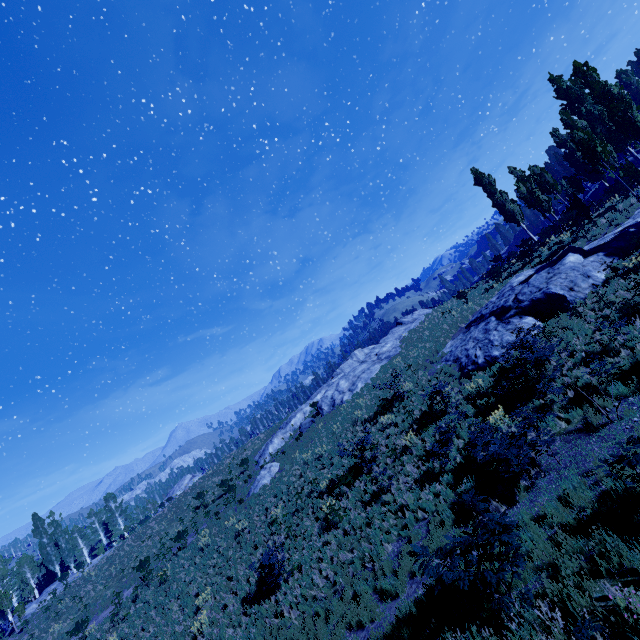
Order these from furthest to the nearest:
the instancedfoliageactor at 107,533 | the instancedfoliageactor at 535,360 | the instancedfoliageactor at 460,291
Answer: the instancedfoliageactor at 107,533, the instancedfoliageactor at 460,291, the instancedfoliageactor at 535,360

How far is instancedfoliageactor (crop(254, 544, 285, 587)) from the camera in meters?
12.6 m

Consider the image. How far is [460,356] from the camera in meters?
19.5 m

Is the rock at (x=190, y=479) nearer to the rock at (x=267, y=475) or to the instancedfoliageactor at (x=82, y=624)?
the instancedfoliageactor at (x=82, y=624)

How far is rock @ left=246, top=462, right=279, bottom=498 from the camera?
25.2 meters

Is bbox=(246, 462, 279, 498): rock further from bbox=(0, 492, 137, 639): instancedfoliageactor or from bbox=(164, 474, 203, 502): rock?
bbox=(164, 474, 203, 502): rock

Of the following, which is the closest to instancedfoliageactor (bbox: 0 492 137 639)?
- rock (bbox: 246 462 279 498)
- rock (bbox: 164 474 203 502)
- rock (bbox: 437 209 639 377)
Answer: rock (bbox: 437 209 639 377)
